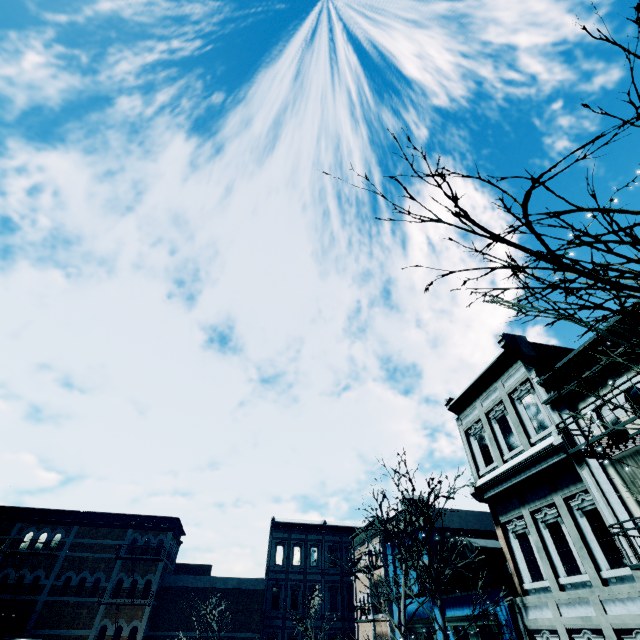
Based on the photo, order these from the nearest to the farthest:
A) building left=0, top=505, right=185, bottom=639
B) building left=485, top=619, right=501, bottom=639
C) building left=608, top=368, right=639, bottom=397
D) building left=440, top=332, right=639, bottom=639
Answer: building left=608, top=368, right=639, bottom=397 < building left=440, top=332, right=639, bottom=639 < building left=485, top=619, right=501, bottom=639 < building left=0, top=505, right=185, bottom=639

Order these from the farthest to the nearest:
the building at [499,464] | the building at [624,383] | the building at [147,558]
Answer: the building at [147,558]
the building at [499,464]
the building at [624,383]

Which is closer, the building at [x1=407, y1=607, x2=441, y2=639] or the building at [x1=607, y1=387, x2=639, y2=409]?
the building at [x1=607, y1=387, x2=639, y2=409]

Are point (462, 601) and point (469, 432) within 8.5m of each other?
yes

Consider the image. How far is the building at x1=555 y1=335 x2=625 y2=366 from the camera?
9.36m

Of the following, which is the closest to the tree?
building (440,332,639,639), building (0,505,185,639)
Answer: building (440,332,639,639)

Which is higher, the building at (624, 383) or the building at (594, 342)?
the building at (594, 342)
